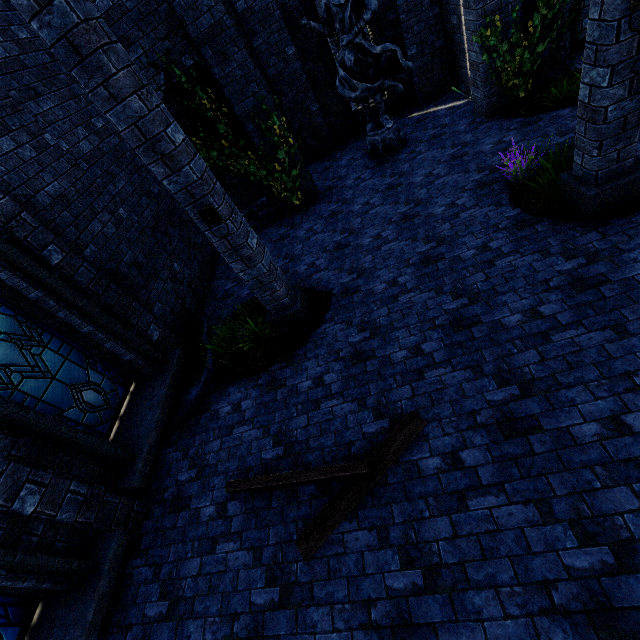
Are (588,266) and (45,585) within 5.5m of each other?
no

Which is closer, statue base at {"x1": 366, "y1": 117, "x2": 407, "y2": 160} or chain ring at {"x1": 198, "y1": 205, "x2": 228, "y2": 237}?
chain ring at {"x1": 198, "y1": 205, "x2": 228, "y2": 237}

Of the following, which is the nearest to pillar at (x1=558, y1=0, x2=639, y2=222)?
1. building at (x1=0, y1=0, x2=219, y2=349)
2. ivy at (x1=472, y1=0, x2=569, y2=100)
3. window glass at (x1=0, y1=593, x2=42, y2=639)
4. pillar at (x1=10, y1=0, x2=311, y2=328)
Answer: building at (x1=0, y1=0, x2=219, y2=349)

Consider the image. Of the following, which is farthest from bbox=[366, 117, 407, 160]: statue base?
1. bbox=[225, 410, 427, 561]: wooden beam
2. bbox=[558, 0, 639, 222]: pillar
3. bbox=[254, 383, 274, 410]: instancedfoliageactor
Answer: bbox=[225, 410, 427, 561]: wooden beam

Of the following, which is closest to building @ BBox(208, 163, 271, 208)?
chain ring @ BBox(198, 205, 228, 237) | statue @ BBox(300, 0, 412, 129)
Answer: statue @ BBox(300, 0, 412, 129)

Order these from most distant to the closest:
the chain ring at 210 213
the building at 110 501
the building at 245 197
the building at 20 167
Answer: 1. the building at 245 197
2. the building at 20 167
3. the chain ring at 210 213
4. the building at 110 501

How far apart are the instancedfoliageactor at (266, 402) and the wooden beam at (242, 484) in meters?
0.6 m

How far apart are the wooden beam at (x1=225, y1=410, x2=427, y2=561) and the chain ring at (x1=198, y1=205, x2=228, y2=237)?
3.24m
